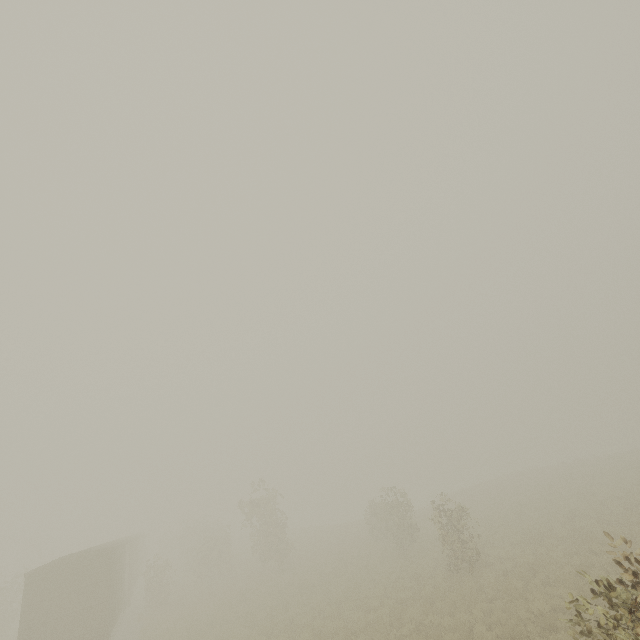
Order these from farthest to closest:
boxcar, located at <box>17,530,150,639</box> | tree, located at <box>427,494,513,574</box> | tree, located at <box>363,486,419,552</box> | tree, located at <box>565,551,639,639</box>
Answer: tree, located at <box>363,486,419,552</box> → tree, located at <box>427,494,513,574</box> → boxcar, located at <box>17,530,150,639</box> → tree, located at <box>565,551,639,639</box>

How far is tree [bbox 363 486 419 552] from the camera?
20.97m

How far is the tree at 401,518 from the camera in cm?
2097

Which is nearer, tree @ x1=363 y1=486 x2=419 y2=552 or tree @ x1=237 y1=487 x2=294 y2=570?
tree @ x1=363 y1=486 x2=419 y2=552

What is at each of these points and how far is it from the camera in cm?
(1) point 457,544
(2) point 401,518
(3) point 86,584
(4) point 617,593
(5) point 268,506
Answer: (1) tree, 1543
(2) tree, 2105
(3) boxcar, 1555
(4) tree, 484
(5) tree, 2673

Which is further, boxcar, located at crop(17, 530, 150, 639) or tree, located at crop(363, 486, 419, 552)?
tree, located at crop(363, 486, 419, 552)

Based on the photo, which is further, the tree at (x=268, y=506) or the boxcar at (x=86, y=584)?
the tree at (x=268, y=506)
